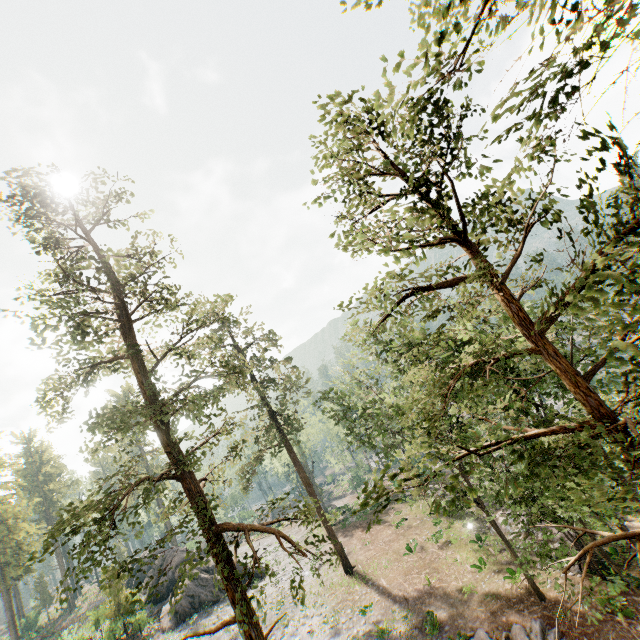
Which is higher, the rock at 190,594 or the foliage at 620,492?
the foliage at 620,492

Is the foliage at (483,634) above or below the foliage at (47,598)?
below

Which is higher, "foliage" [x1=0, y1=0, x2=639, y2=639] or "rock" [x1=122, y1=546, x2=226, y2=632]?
"foliage" [x1=0, y1=0, x2=639, y2=639]

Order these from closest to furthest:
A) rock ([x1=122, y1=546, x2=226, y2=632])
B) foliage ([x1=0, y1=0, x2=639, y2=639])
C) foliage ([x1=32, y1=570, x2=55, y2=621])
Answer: foliage ([x1=0, y1=0, x2=639, y2=639]) < rock ([x1=122, y1=546, x2=226, y2=632]) < foliage ([x1=32, y1=570, x2=55, y2=621])

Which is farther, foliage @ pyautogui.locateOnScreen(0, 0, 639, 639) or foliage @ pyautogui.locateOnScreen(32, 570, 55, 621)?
foliage @ pyautogui.locateOnScreen(32, 570, 55, 621)

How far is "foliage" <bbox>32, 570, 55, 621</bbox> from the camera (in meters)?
54.75

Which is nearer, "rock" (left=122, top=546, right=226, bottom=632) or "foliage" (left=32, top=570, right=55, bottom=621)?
"rock" (left=122, top=546, right=226, bottom=632)

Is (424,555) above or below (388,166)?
below
